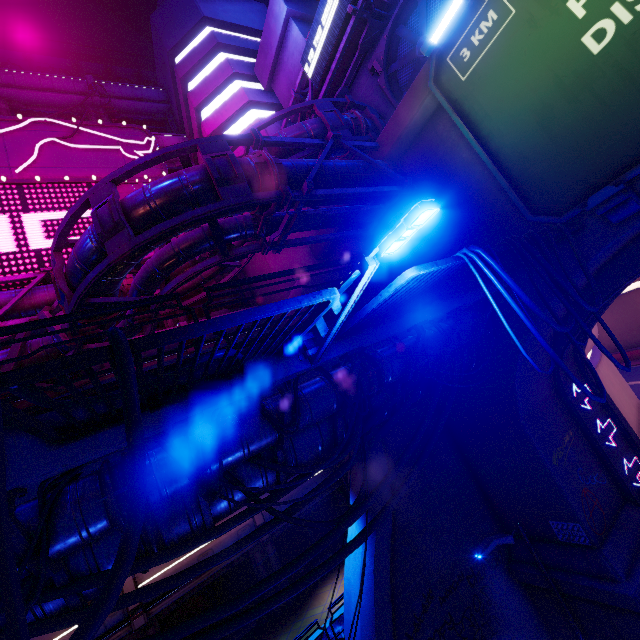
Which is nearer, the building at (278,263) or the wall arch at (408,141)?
the wall arch at (408,141)

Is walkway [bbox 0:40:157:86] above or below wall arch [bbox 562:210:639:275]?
above

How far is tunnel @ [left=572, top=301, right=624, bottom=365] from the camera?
10.1 meters

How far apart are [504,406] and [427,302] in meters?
5.7 m

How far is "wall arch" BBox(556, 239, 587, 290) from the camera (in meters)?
7.80

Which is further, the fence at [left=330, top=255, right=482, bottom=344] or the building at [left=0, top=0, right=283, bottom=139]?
the building at [left=0, top=0, right=283, bottom=139]

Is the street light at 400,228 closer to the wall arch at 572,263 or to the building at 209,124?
the wall arch at 572,263
